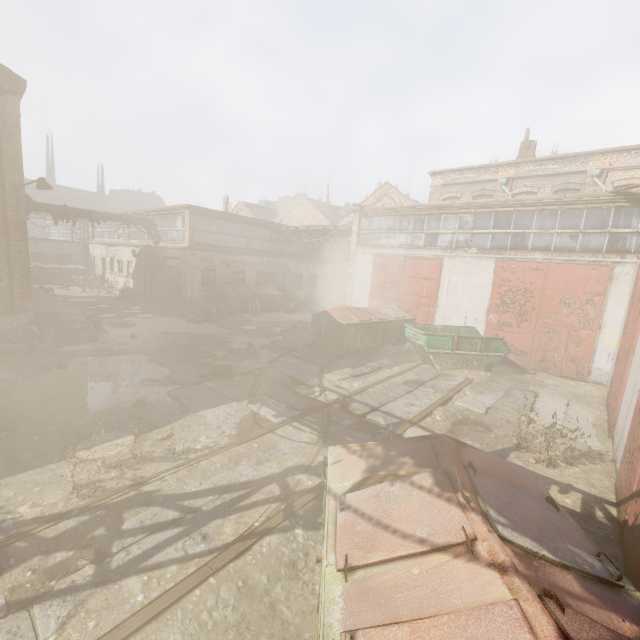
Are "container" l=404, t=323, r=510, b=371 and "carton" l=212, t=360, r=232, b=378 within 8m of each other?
yes

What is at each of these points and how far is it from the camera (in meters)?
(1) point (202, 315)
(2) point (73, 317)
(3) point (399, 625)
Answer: (1) trash bag, 17.06
(2) building, 12.23
(3) trash container, 1.75

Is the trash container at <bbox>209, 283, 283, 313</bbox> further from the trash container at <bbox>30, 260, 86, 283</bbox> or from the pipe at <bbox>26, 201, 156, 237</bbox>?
the trash container at <bbox>30, 260, 86, 283</bbox>

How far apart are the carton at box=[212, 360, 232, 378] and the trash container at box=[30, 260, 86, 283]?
26.9 meters

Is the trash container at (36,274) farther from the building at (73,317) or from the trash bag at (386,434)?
the trash bag at (386,434)

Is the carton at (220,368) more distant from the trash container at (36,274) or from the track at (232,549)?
the trash container at (36,274)

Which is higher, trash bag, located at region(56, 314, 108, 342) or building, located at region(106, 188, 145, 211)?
building, located at region(106, 188, 145, 211)

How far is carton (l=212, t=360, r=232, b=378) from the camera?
9.0 meters
